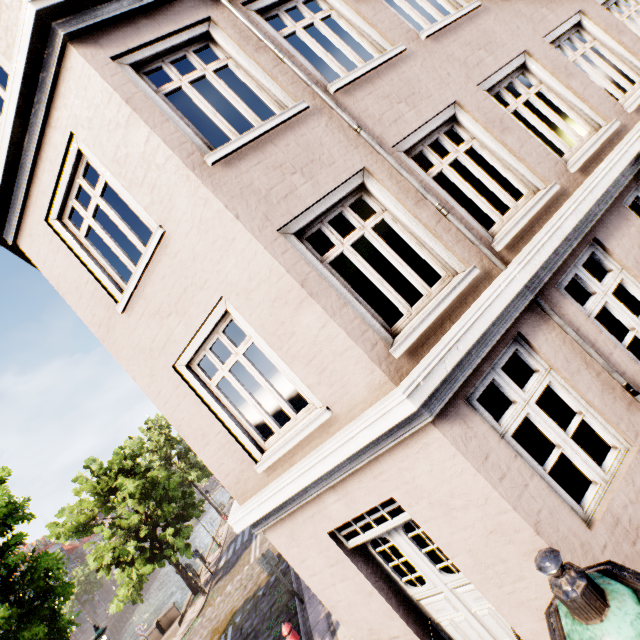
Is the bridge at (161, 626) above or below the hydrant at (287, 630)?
below

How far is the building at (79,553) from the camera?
53.1 meters

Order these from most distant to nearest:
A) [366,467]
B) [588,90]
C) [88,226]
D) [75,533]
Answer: [75,533] < [588,90] < [88,226] < [366,467]

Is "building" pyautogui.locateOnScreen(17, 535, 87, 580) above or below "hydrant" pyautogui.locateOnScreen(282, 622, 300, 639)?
above

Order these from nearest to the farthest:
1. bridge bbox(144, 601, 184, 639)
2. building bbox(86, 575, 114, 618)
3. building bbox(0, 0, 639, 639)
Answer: building bbox(0, 0, 639, 639) → bridge bbox(144, 601, 184, 639) → building bbox(86, 575, 114, 618)

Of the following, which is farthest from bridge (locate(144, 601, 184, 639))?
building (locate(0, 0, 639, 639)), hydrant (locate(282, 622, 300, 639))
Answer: hydrant (locate(282, 622, 300, 639))

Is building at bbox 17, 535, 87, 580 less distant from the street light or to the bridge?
the bridge

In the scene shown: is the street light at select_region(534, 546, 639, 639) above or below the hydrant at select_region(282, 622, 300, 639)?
above
